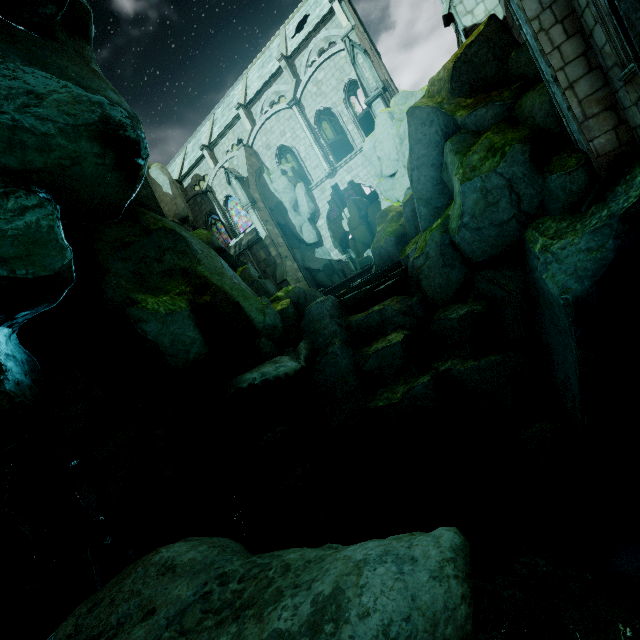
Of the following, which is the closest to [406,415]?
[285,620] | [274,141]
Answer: [285,620]

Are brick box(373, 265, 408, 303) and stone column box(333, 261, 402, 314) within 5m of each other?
yes

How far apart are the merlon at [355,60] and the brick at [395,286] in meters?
14.2 m

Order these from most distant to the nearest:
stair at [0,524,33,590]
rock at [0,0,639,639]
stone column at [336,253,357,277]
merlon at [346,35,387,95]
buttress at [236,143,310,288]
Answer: stone column at [336,253,357,277] → buttress at [236,143,310,288] → merlon at [346,35,387,95] → stair at [0,524,33,590] → rock at [0,0,639,639]

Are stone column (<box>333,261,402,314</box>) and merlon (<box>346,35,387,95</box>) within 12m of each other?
no

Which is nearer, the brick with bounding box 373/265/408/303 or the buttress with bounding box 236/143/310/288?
the brick with bounding box 373/265/408/303

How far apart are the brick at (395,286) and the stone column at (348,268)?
16.3 meters

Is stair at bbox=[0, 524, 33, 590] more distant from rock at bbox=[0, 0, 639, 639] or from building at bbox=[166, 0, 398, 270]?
building at bbox=[166, 0, 398, 270]
